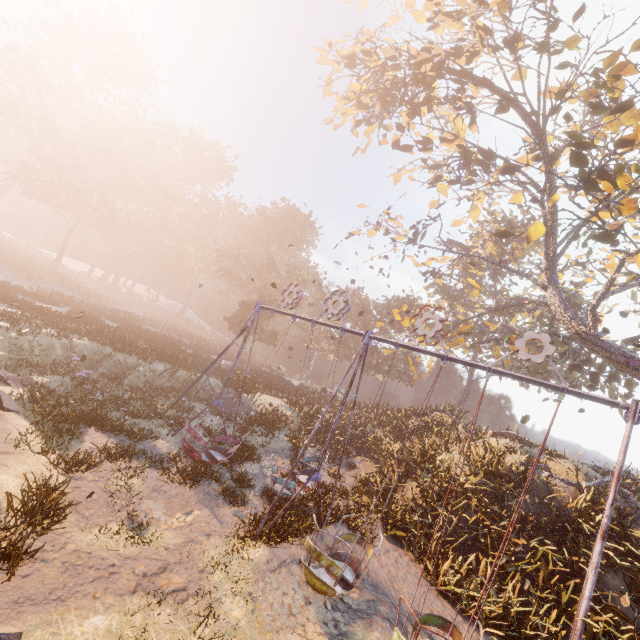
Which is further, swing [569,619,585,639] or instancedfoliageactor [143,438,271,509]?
instancedfoliageactor [143,438,271,509]

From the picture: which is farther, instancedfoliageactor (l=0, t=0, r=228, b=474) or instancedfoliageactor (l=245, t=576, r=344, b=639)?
instancedfoliageactor (l=0, t=0, r=228, b=474)

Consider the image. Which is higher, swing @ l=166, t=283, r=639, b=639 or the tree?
the tree

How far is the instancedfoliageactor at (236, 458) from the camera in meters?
9.8 m

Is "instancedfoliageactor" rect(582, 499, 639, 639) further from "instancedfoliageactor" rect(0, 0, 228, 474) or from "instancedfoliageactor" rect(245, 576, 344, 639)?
"instancedfoliageactor" rect(0, 0, 228, 474)

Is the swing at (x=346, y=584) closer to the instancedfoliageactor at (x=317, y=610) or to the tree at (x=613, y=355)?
the instancedfoliageactor at (x=317, y=610)

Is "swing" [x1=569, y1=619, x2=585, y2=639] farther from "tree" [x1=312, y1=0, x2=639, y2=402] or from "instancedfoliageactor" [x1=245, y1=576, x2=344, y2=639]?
"tree" [x1=312, y1=0, x2=639, y2=402]

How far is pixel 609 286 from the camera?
14.4 meters
